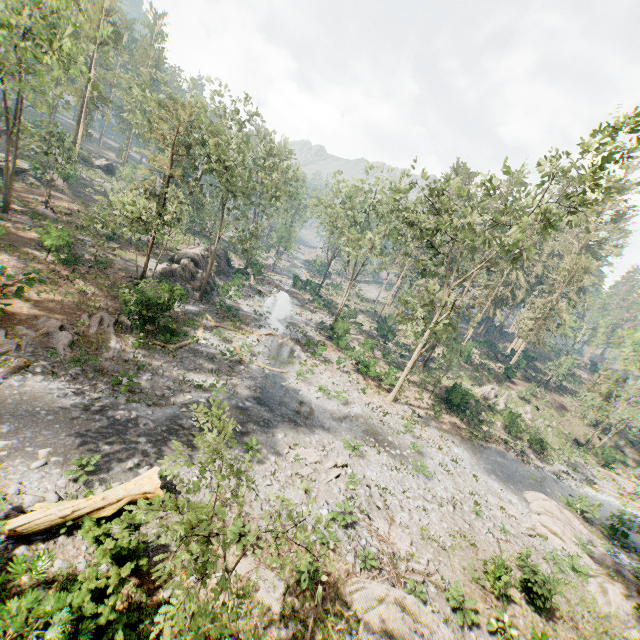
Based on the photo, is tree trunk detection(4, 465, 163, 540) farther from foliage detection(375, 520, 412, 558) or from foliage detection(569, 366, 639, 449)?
foliage detection(375, 520, 412, 558)

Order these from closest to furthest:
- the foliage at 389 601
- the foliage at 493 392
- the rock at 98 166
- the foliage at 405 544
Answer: the foliage at 389 601 → the foliage at 405 544 → the foliage at 493 392 → the rock at 98 166

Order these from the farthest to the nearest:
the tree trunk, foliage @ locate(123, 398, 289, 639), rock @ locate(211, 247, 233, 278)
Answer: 1. rock @ locate(211, 247, 233, 278)
2. the tree trunk
3. foliage @ locate(123, 398, 289, 639)

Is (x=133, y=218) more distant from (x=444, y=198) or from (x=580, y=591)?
(x=580, y=591)

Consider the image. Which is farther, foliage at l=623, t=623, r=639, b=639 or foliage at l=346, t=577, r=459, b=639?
foliage at l=623, t=623, r=639, b=639

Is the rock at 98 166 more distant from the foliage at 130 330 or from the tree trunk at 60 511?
the tree trunk at 60 511

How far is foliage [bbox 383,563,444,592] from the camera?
13.2m

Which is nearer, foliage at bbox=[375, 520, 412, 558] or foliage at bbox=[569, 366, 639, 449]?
foliage at bbox=[375, 520, 412, 558]
